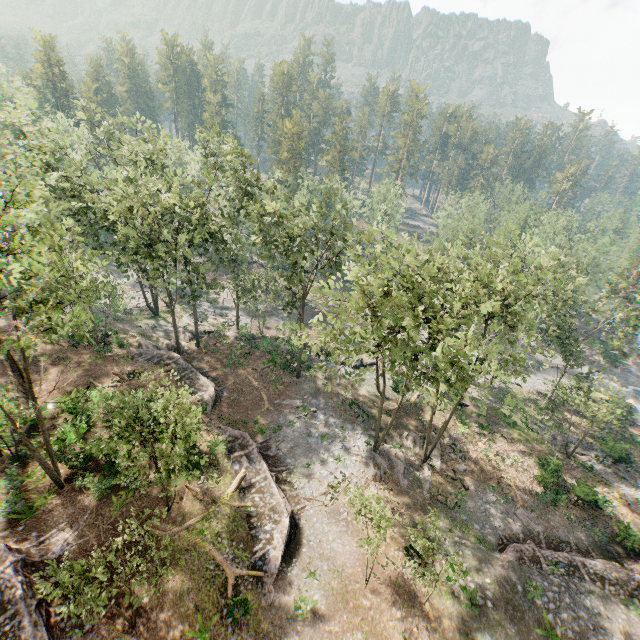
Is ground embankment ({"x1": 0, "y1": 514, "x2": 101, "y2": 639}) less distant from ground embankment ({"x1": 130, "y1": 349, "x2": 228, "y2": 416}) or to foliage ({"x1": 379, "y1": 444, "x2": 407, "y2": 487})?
foliage ({"x1": 379, "y1": 444, "x2": 407, "y2": 487})

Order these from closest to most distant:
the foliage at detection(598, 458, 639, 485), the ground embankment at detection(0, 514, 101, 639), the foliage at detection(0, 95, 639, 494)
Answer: the ground embankment at detection(0, 514, 101, 639), the foliage at detection(0, 95, 639, 494), the foliage at detection(598, 458, 639, 485)

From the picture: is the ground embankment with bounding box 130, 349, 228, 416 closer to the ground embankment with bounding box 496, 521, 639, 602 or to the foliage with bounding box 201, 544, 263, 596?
the foliage with bounding box 201, 544, 263, 596

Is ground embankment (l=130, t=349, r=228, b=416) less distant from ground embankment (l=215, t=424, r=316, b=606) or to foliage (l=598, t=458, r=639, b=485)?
foliage (l=598, t=458, r=639, b=485)

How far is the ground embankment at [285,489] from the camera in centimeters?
1894cm

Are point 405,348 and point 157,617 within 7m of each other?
no

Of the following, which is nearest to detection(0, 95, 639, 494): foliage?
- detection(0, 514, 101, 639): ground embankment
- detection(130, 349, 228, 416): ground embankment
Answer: detection(130, 349, 228, 416): ground embankment

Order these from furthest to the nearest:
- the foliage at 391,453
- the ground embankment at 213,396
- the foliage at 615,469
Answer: the foliage at 615,469, the ground embankment at 213,396, the foliage at 391,453
